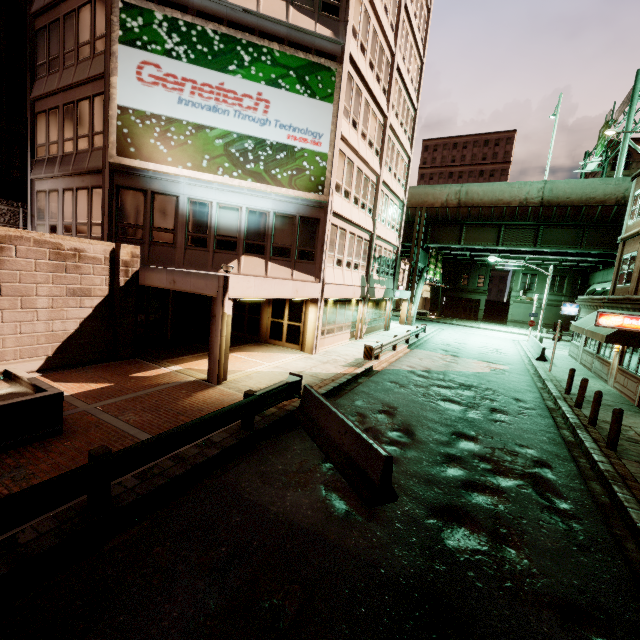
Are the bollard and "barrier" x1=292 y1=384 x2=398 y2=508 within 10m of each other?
yes

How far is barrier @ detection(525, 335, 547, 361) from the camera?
22.0m

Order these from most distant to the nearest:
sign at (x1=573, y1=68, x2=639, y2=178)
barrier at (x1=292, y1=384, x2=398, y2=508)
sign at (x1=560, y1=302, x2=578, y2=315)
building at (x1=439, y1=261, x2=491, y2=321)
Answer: building at (x1=439, y1=261, x2=491, y2=321) → sign at (x1=573, y1=68, x2=639, y2=178) → sign at (x1=560, y1=302, x2=578, y2=315) → barrier at (x1=292, y1=384, x2=398, y2=508)

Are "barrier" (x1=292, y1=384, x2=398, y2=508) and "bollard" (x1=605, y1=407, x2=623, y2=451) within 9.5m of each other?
yes

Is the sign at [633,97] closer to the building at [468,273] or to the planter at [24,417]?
the building at [468,273]

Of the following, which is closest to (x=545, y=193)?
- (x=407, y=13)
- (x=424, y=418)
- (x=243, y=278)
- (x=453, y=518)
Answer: (x=407, y=13)

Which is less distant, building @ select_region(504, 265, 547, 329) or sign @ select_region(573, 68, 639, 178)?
sign @ select_region(573, 68, 639, 178)

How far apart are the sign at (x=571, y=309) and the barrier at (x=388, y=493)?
25.4 meters
